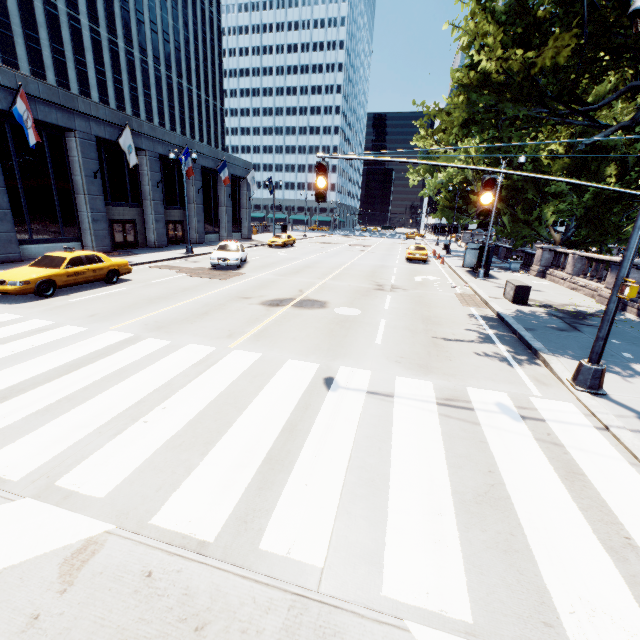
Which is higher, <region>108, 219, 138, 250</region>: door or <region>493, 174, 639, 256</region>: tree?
<region>493, 174, 639, 256</region>: tree

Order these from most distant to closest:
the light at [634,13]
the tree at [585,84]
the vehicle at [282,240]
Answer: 1. the vehicle at [282,240]
2. the tree at [585,84]
3. the light at [634,13]

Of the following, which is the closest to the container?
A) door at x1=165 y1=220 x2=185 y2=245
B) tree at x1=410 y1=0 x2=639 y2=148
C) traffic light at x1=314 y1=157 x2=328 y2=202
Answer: tree at x1=410 y1=0 x2=639 y2=148

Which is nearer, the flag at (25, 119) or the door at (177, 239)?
the flag at (25, 119)

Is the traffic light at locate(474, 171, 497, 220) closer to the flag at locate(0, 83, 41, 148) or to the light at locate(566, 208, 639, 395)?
the light at locate(566, 208, 639, 395)

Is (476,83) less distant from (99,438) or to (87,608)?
(99,438)

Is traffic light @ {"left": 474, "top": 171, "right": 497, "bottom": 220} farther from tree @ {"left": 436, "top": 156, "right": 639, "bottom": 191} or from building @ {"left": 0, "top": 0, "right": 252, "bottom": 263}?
building @ {"left": 0, "top": 0, "right": 252, "bottom": 263}

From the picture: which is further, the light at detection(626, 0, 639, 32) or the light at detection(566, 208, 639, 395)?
the light at detection(566, 208, 639, 395)
